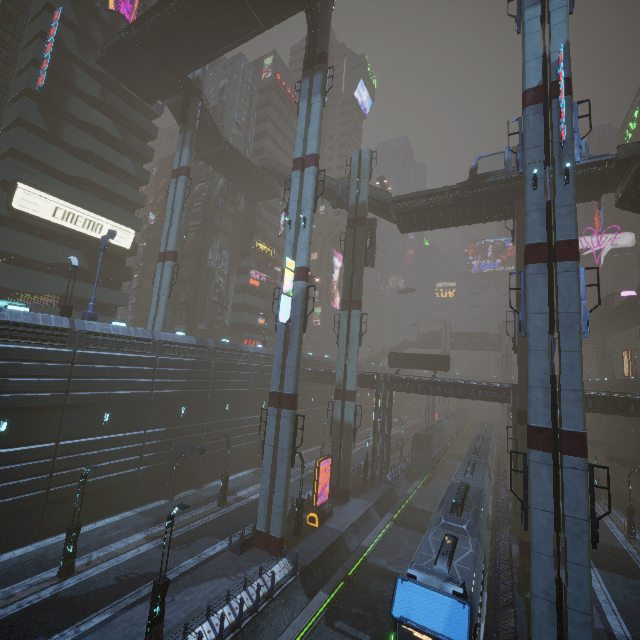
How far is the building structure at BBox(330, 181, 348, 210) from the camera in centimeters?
3600cm

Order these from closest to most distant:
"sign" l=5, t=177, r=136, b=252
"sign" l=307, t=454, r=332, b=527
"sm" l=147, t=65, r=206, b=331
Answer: "sign" l=307, t=454, r=332, b=527, "sign" l=5, t=177, r=136, b=252, "sm" l=147, t=65, r=206, b=331

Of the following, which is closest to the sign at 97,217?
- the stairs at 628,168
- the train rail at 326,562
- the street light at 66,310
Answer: the street light at 66,310

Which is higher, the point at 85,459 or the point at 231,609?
the point at 85,459

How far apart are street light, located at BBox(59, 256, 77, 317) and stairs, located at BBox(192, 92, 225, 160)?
23.0m

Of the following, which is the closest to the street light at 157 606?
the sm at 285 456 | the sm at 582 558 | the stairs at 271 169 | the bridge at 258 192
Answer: the sm at 285 456

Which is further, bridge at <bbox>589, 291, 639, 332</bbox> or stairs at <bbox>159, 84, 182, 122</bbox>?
bridge at <bbox>589, 291, 639, 332</bbox>
